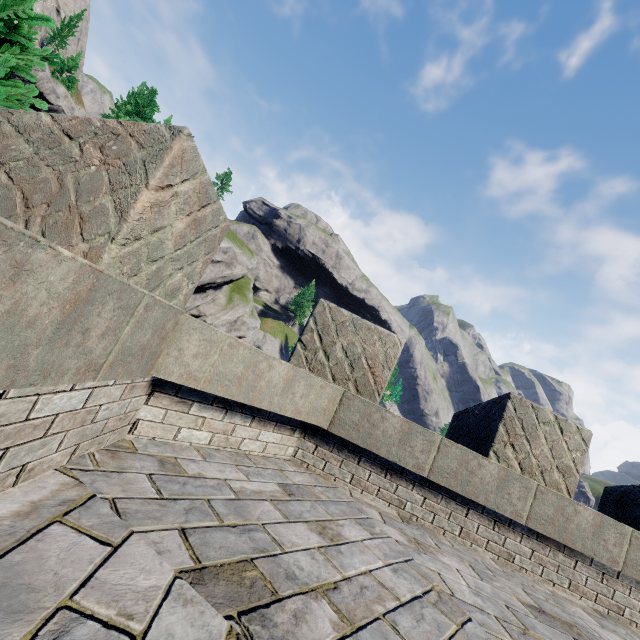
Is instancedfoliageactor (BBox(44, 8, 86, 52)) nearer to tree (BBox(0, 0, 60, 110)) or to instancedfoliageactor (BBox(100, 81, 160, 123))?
instancedfoliageactor (BBox(100, 81, 160, 123))

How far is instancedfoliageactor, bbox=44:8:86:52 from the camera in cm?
4516

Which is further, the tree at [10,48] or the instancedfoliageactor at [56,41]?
the instancedfoliageactor at [56,41]

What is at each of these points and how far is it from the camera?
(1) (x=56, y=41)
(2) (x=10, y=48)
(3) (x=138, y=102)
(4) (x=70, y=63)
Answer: (1) instancedfoliageactor, 45.59m
(2) tree, 3.34m
(3) instancedfoliageactor, 42.22m
(4) instancedfoliageactor, 41.00m

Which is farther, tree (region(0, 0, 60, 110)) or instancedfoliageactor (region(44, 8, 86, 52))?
instancedfoliageactor (region(44, 8, 86, 52))

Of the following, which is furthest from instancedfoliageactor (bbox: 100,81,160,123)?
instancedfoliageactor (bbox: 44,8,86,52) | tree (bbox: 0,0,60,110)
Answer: tree (bbox: 0,0,60,110)

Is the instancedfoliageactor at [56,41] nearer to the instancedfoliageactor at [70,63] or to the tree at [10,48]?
the instancedfoliageactor at [70,63]
